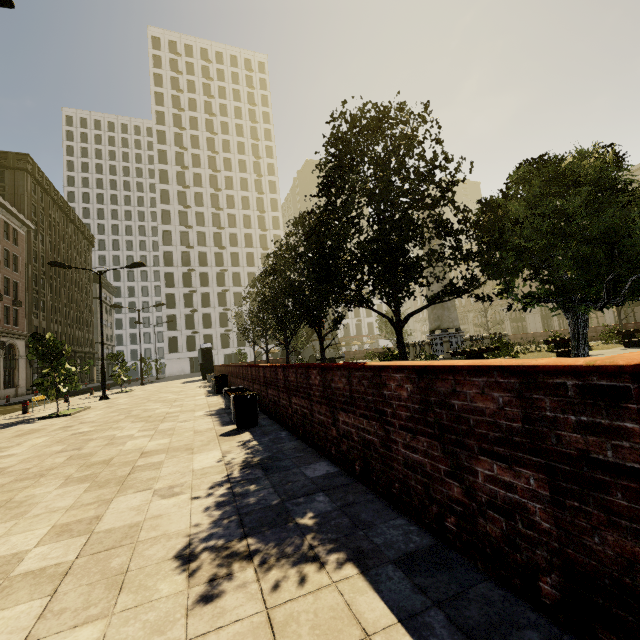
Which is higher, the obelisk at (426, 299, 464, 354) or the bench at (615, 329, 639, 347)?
the obelisk at (426, 299, 464, 354)

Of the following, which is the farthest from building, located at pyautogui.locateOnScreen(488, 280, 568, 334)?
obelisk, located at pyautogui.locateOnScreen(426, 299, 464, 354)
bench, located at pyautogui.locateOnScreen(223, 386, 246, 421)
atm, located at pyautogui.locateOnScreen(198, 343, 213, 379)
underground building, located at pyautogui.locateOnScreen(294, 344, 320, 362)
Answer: obelisk, located at pyautogui.locateOnScreen(426, 299, 464, 354)

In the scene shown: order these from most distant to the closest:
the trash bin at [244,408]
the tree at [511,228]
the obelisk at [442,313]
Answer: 1. the obelisk at [442,313]
2. the tree at [511,228]
3. the trash bin at [244,408]

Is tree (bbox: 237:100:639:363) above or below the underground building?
above

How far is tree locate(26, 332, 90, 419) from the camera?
11.9m

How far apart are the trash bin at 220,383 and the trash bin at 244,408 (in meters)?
8.09

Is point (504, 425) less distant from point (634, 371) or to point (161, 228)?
point (634, 371)

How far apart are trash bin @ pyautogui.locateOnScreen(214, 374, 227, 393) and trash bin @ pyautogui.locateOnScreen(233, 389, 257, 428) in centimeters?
809cm
